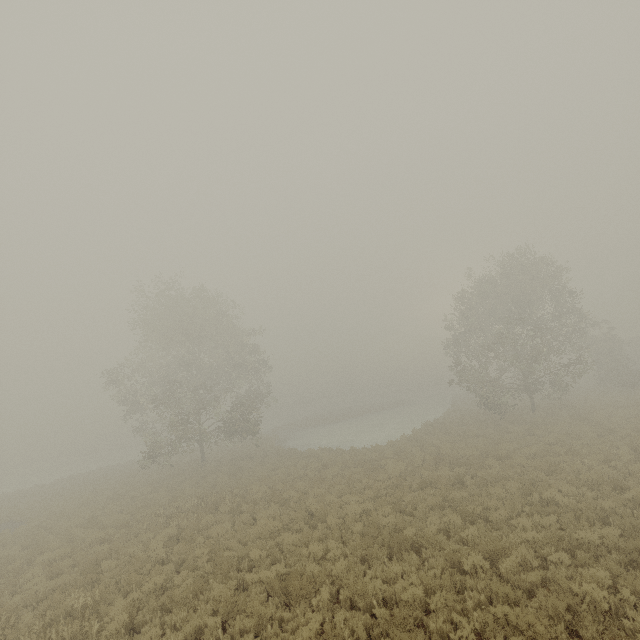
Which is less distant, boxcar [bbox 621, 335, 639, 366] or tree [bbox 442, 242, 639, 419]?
tree [bbox 442, 242, 639, 419]

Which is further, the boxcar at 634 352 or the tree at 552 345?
the boxcar at 634 352

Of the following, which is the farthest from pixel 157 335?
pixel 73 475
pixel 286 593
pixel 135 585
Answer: pixel 286 593
